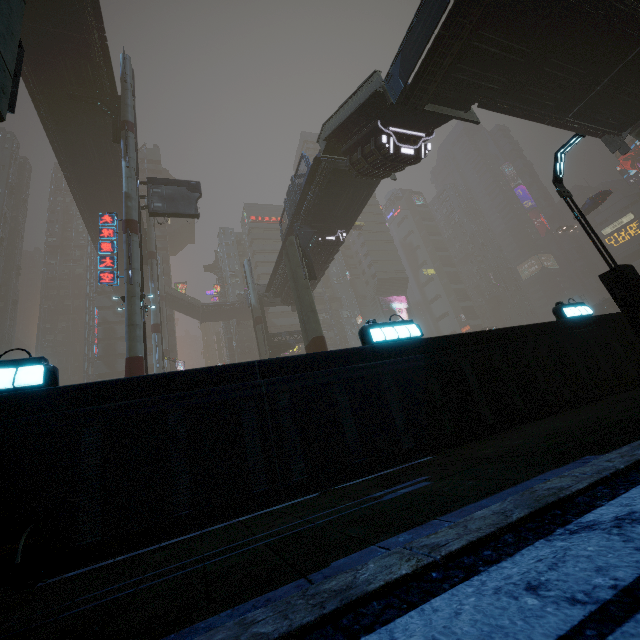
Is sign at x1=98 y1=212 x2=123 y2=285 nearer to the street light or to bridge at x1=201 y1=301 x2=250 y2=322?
the street light

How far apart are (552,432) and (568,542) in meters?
3.7 m

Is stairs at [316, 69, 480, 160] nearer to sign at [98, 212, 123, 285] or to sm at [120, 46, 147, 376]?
sm at [120, 46, 147, 376]

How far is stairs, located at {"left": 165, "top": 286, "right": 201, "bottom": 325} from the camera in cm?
5331

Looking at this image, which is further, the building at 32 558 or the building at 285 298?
the building at 285 298

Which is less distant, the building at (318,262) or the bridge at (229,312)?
the building at (318,262)

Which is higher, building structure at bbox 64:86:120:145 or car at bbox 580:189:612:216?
building structure at bbox 64:86:120:145

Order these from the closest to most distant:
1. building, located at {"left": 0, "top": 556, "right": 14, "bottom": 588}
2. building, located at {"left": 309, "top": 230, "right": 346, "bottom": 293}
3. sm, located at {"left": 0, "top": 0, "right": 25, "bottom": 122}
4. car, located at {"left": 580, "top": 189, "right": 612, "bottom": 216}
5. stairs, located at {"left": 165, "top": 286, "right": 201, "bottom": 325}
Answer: building, located at {"left": 0, "top": 556, "right": 14, "bottom": 588} < sm, located at {"left": 0, "top": 0, "right": 25, "bottom": 122} < building, located at {"left": 309, "top": 230, "right": 346, "bottom": 293} < car, located at {"left": 580, "top": 189, "right": 612, "bottom": 216} < stairs, located at {"left": 165, "top": 286, "right": 201, "bottom": 325}
